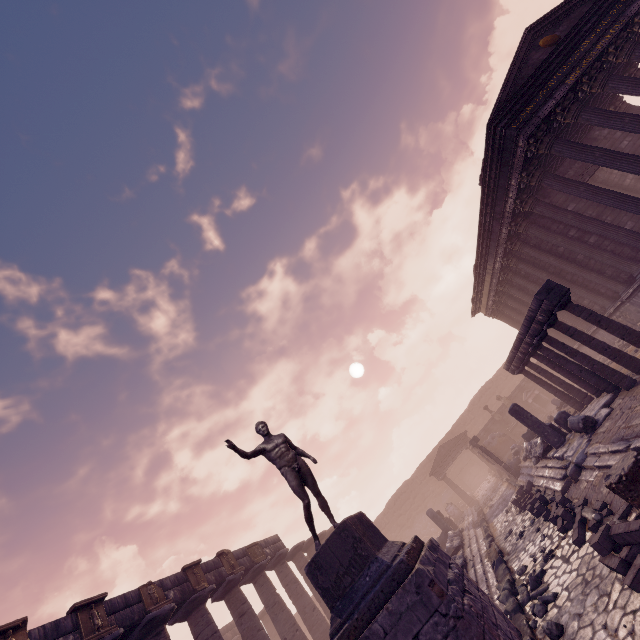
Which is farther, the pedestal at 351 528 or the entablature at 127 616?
the entablature at 127 616

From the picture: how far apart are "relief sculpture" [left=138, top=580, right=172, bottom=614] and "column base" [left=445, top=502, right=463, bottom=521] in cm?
1936

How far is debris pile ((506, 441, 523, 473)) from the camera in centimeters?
1620cm

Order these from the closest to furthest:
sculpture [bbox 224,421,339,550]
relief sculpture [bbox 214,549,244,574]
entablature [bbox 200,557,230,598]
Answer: sculpture [bbox 224,421,339,550] < entablature [bbox 200,557,230,598] < relief sculpture [bbox 214,549,244,574]

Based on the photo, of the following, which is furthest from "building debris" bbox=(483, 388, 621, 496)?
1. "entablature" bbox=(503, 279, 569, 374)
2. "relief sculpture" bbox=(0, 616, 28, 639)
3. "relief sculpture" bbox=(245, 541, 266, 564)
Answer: "relief sculpture" bbox=(0, 616, 28, 639)

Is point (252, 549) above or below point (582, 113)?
Result: above

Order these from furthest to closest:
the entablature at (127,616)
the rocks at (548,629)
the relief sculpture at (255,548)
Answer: the relief sculpture at (255,548)
the entablature at (127,616)
the rocks at (548,629)

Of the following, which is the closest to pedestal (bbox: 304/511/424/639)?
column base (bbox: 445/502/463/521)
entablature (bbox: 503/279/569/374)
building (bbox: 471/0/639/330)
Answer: entablature (bbox: 503/279/569/374)
